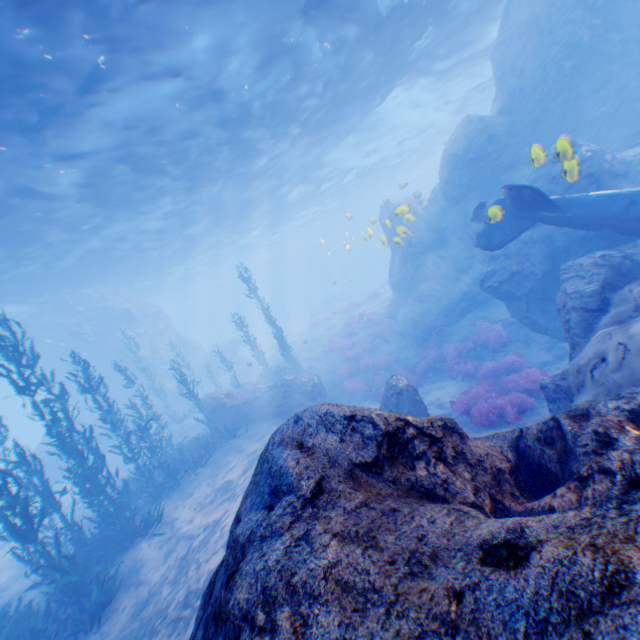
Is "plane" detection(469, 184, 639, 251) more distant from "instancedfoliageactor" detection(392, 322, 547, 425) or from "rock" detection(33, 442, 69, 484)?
"instancedfoliageactor" detection(392, 322, 547, 425)

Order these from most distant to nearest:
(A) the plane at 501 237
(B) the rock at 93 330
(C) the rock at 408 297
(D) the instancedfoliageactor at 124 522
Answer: (B) the rock at 93 330 → (A) the plane at 501 237 → (D) the instancedfoliageactor at 124 522 → (C) the rock at 408 297

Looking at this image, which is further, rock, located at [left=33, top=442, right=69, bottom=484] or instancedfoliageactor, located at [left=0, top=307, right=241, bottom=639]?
rock, located at [left=33, top=442, right=69, bottom=484]

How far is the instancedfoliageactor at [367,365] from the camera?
17.6 meters

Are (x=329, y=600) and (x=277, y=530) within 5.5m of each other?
yes

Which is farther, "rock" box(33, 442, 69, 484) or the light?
"rock" box(33, 442, 69, 484)

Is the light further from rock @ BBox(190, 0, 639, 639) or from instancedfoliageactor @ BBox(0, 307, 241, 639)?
instancedfoliageactor @ BBox(0, 307, 241, 639)

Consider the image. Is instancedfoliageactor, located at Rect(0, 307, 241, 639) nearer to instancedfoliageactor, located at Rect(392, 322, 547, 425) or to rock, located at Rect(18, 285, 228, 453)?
rock, located at Rect(18, 285, 228, 453)
